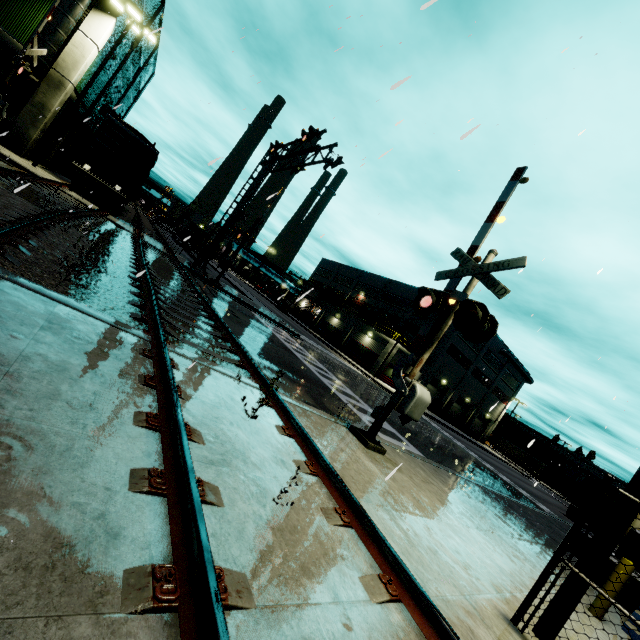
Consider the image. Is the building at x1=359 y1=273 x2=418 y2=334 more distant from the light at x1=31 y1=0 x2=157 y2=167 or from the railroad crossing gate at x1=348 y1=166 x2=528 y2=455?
the railroad crossing gate at x1=348 y1=166 x2=528 y2=455

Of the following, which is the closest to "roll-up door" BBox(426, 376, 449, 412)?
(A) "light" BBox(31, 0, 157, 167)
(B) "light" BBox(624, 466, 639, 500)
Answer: (B) "light" BBox(624, 466, 639, 500)

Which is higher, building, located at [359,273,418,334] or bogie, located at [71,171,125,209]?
building, located at [359,273,418,334]

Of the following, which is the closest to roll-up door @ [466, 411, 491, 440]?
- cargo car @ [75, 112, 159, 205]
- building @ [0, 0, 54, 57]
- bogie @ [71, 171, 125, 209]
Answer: building @ [0, 0, 54, 57]

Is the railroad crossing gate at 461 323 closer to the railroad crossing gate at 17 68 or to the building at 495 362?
the building at 495 362

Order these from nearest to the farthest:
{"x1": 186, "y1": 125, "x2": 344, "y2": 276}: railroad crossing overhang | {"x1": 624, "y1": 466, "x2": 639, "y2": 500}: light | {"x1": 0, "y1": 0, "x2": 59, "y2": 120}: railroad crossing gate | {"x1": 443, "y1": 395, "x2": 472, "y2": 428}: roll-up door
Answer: {"x1": 624, "y1": 466, "x2": 639, "y2": 500}: light, {"x1": 0, "y1": 0, "x2": 59, "y2": 120}: railroad crossing gate, {"x1": 186, "y1": 125, "x2": 344, "y2": 276}: railroad crossing overhang, {"x1": 443, "y1": 395, "x2": 472, "y2": 428}: roll-up door

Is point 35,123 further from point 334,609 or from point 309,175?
point 334,609

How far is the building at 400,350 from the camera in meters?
38.0 m
